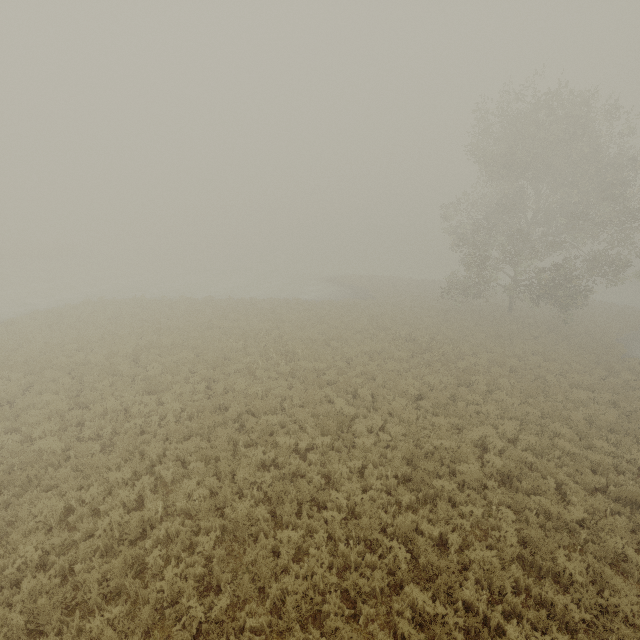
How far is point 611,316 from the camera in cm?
3141
